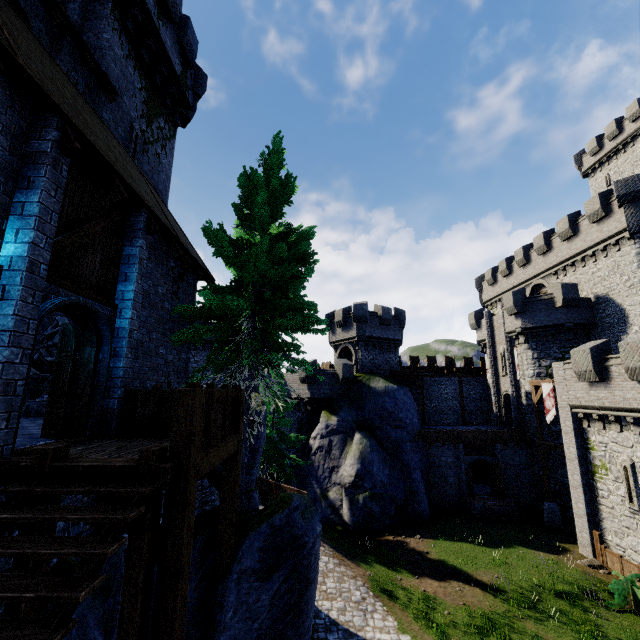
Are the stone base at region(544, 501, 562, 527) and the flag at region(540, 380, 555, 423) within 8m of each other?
yes

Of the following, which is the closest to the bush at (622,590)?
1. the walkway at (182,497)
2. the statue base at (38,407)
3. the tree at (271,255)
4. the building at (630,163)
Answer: the tree at (271,255)

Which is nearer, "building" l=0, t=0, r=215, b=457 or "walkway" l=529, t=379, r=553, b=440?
"building" l=0, t=0, r=215, b=457

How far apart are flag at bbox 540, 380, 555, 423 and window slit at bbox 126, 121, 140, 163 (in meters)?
A: 27.10

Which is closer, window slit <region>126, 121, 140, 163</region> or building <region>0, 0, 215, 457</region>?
building <region>0, 0, 215, 457</region>

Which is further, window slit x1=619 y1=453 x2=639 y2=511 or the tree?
window slit x1=619 y1=453 x2=639 y2=511

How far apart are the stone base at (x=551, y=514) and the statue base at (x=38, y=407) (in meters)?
29.28

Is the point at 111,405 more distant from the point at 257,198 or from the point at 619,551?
the point at 619,551
